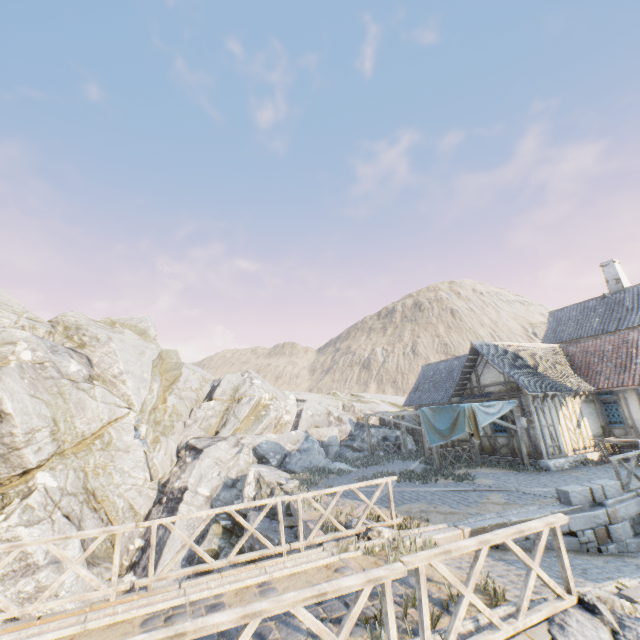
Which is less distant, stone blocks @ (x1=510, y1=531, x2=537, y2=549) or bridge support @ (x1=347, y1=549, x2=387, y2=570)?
bridge support @ (x1=347, y1=549, x2=387, y2=570)

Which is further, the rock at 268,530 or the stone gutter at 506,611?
the rock at 268,530

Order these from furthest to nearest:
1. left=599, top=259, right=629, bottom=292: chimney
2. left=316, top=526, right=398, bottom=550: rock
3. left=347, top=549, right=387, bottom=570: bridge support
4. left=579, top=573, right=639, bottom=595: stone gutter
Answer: left=599, top=259, right=629, bottom=292: chimney → left=316, top=526, right=398, bottom=550: rock → left=347, top=549, right=387, bottom=570: bridge support → left=579, top=573, right=639, bottom=595: stone gutter

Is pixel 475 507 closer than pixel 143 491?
Yes

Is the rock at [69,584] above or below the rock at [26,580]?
below

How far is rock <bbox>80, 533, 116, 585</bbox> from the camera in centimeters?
1420cm

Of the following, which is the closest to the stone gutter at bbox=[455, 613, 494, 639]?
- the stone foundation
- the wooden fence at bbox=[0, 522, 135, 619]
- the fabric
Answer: the wooden fence at bbox=[0, 522, 135, 619]

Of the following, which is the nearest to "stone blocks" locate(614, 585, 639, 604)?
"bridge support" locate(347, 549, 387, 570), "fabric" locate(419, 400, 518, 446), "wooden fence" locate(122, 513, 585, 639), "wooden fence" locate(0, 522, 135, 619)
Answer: "bridge support" locate(347, 549, 387, 570)
